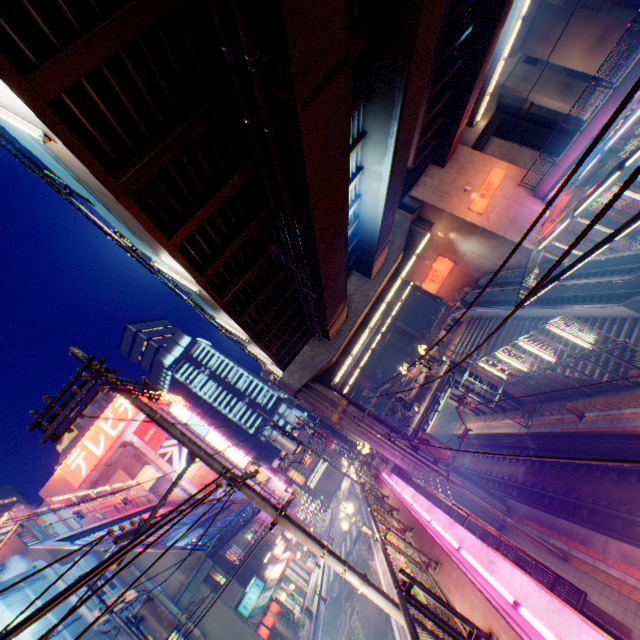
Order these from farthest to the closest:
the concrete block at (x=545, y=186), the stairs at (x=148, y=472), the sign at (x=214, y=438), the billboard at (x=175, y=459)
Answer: the sign at (x=214, y=438) → the billboard at (x=175, y=459) → the stairs at (x=148, y=472) → the concrete block at (x=545, y=186)

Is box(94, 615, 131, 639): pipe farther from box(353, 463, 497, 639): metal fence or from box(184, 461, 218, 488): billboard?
box(184, 461, 218, 488): billboard

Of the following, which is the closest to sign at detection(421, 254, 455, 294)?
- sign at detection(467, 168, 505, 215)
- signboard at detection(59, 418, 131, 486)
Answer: sign at detection(467, 168, 505, 215)

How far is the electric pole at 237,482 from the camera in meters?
5.3

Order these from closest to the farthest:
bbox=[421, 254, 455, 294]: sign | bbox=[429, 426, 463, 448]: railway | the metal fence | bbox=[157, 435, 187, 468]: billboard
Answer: the metal fence → bbox=[421, 254, 455, 294]: sign → bbox=[429, 426, 463, 448]: railway → bbox=[157, 435, 187, 468]: billboard

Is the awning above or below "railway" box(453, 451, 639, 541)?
above

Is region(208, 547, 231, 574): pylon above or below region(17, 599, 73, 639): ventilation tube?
below

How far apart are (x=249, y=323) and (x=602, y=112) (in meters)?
22.16
